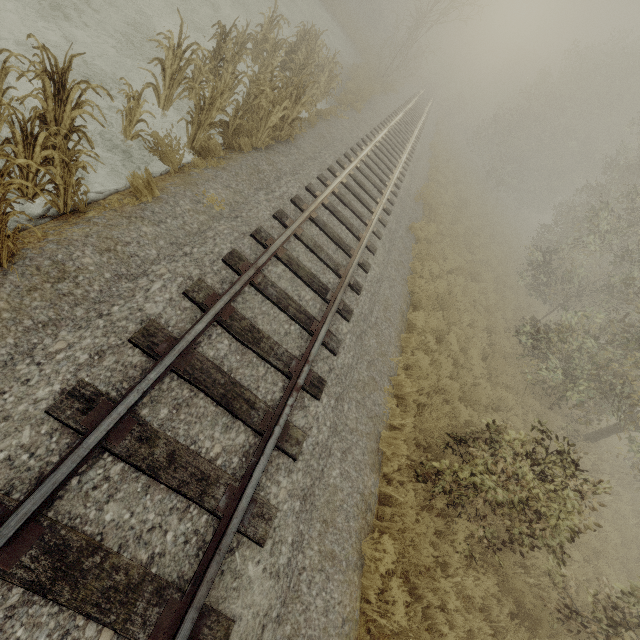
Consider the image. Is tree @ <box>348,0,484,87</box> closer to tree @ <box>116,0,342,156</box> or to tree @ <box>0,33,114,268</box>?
tree @ <box>116,0,342,156</box>

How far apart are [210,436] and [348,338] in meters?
3.2 m

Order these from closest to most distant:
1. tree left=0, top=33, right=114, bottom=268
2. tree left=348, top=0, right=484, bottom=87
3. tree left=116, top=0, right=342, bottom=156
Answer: tree left=0, top=33, right=114, bottom=268 → tree left=116, top=0, right=342, bottom=156 → tree left=348, top=0, right=484, bottom=87

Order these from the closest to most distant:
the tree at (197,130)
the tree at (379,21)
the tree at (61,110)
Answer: the tree at (61,110) < the tree at (197,130) < the tree at (379,21)

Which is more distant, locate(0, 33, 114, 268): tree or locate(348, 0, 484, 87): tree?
locate(348, 0, 484, 87): tree

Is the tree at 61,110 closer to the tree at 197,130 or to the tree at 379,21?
the tree at 197,130

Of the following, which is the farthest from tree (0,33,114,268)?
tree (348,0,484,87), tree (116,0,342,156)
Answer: tree (348,0,484,87)
